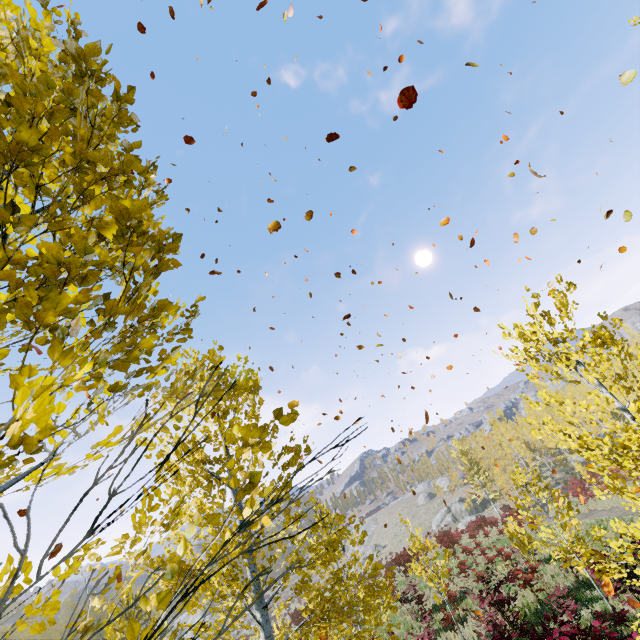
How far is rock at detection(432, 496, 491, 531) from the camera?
46.4m

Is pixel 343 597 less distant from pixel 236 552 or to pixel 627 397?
pixel 627 397

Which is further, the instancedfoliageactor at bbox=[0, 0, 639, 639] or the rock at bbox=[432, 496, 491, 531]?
the rock at bbox=[432, 496, 491, 531]

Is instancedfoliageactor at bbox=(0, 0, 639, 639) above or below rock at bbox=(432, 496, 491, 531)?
above

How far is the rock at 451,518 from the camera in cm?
4638

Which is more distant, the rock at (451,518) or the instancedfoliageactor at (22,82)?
the rock at (451,518)
